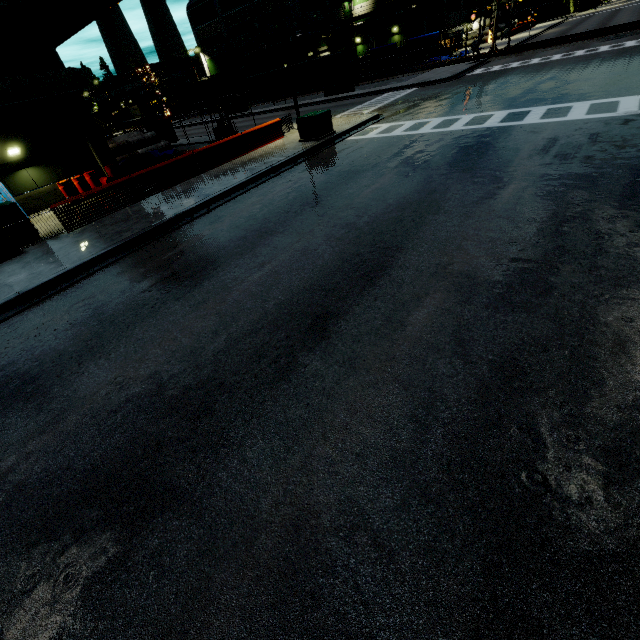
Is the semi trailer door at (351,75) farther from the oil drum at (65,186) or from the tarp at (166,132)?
the oil drum at (65,186)

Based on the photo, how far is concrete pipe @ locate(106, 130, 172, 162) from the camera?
23.1 meters

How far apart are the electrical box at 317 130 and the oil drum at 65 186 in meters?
12.9

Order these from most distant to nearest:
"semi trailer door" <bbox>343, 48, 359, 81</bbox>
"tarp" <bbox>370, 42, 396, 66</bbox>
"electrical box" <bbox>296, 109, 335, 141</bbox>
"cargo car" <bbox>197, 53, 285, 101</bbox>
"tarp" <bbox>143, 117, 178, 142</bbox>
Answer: "cargo car" <bbox>197, 53, 285, 101</bbox> < "tarp" <bbox>370, 42, 396, 66</bbox> < "semi trailer door" <bbox>343, 48, 359, 81</bbox> < "tarp" <bbox>143, 117, 178, 142</bbox> < "electrical box" <bbox>296, 109, 335, 141</bbox>

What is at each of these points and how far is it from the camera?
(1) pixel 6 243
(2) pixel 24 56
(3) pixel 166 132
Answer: (1) building, 11.1 meters
(2) building, 15.8 meters
(3) tarp, 28.4 meters

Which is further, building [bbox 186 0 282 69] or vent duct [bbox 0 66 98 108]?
building [bbox 186 0 282 69]

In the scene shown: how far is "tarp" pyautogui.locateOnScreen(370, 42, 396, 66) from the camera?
43.1 meters

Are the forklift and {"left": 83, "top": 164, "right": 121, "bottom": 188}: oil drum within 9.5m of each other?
yes
